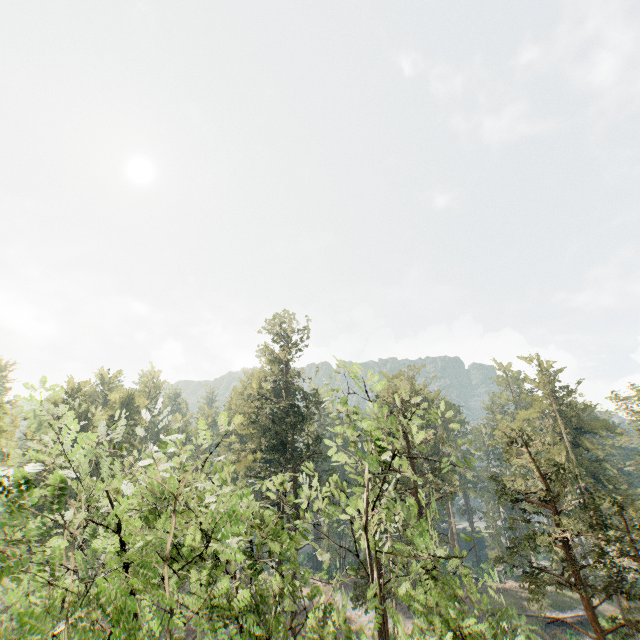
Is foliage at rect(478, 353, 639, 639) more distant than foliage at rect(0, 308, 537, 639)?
Yes

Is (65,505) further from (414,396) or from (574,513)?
(574,513)

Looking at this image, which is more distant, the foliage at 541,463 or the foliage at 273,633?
the foliage at 541,463
